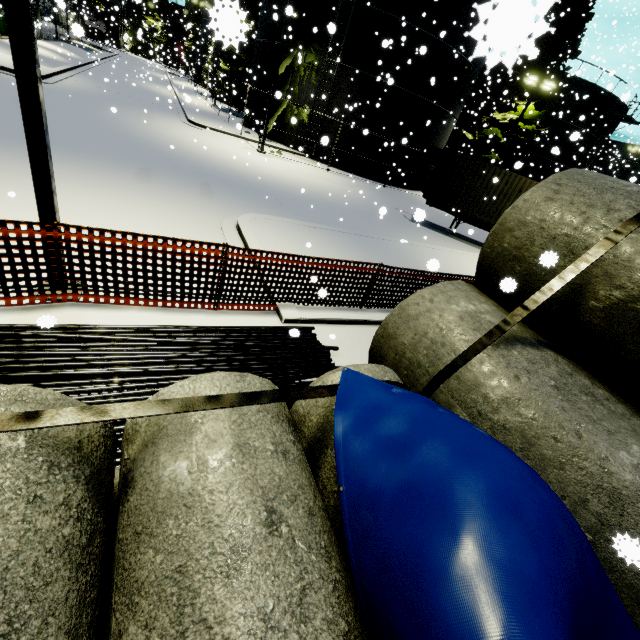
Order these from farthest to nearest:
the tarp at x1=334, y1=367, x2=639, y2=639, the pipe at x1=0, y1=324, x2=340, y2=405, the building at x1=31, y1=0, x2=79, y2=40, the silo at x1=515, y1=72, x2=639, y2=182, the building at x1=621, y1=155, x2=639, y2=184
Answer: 1. the silo at x1=515, y1=72, x2=639, y2=182
2. the building at x1=31, y1=0, x2=79, y2=40
3. the building at x1=621, y1=155, x2=639, y2=184
4. the pipe at x1=0, y1=324, x2=340, y2=405
5. the tarp at x1=334, y1=367, x2=639, y2=639

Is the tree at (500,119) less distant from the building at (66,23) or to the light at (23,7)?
the building at (66,23)

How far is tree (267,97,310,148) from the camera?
23.1m

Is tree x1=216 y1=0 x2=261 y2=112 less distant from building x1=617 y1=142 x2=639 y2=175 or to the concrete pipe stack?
building x1=617 y1=142 x2=639 y2=175

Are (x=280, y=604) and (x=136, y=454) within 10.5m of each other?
yes

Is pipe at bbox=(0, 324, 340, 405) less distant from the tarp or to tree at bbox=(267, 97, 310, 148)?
the tarp

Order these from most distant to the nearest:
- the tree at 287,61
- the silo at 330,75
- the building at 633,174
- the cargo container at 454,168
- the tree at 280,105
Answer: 1. the tree at 280,105
2. the tree at 287,61
3. the silo at 330,75
4. the cargo container at 454,168
5. the building at 633,174

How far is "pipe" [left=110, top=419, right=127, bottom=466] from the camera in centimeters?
294cm
